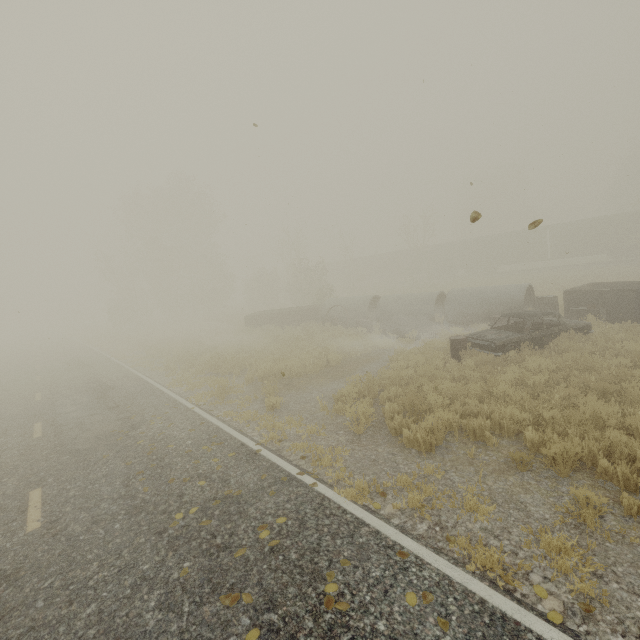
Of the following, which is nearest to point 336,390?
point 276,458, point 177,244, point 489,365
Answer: point 276,458

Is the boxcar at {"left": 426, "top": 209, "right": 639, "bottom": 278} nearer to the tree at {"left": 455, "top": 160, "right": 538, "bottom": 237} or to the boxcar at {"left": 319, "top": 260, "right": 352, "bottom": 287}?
the boxcar at {"left": 319, "top": 260, "right": 352, "bottom": 287}

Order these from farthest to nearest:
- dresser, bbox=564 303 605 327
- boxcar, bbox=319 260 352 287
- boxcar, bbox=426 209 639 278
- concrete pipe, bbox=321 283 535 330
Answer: boxcar, bbox=319 260 352 287
boxcar, bbox=426 209 639 278
concrete pipe, bbox=321 283 535 330
dresser, bbox=564 303 605 327

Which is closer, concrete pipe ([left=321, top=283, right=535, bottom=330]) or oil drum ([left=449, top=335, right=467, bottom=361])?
oil drum ([left=449, top=335, right=467, bottom=361])

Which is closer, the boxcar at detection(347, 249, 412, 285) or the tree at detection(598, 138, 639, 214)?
the tree at detection(598, 138, 639, 214)

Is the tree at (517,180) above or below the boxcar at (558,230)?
above

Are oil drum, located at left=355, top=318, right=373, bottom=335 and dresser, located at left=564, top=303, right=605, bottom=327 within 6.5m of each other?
no

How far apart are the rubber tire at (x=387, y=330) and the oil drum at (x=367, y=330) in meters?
1.0
